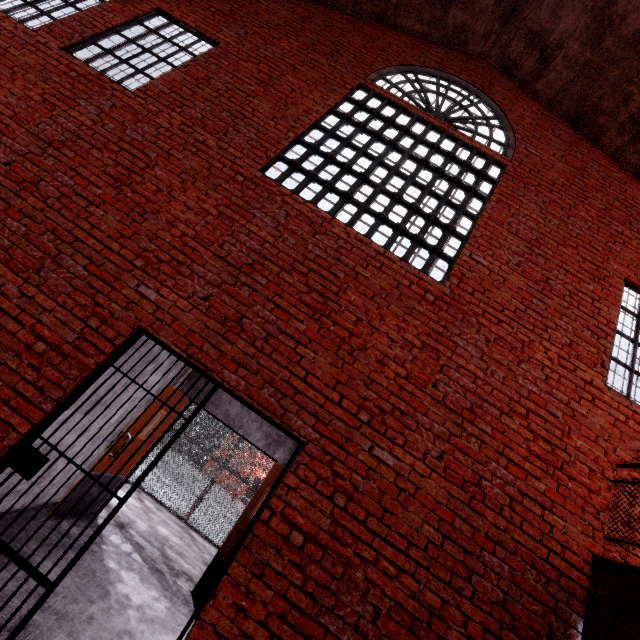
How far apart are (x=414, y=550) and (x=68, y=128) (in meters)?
6.40

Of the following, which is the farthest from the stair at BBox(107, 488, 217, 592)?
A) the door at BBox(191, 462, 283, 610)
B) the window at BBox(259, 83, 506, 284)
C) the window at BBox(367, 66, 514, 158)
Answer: the window at BBox(367, 66, 514, 158)

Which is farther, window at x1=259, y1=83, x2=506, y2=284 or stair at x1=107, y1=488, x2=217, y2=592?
stair at x1=107, y1=488, x2=217, y2=592

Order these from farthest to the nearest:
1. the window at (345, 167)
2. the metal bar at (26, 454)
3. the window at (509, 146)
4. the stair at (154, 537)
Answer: the window at (509, 146)
the stair at (154, 537)
the window at (345, 167)
the metal bar at (26, 454)

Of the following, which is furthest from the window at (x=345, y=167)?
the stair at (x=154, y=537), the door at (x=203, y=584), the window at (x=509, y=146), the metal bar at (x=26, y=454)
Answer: the stair at (x=154, y=537)

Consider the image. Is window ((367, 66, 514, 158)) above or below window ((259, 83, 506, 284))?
above

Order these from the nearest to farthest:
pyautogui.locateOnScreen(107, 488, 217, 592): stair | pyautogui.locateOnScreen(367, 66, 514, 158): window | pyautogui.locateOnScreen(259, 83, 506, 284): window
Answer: pyautogui.locateOnScreen(259, 83, 506, 284): window, pyautogui.locateOnScreen(107, 488, 217, 592): stair, pyautogui.locateOnScreen(367, 66, 514, 158): window

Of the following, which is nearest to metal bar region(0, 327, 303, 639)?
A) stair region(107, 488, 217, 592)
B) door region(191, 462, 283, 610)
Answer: door region(191, 462, 283, 610)
